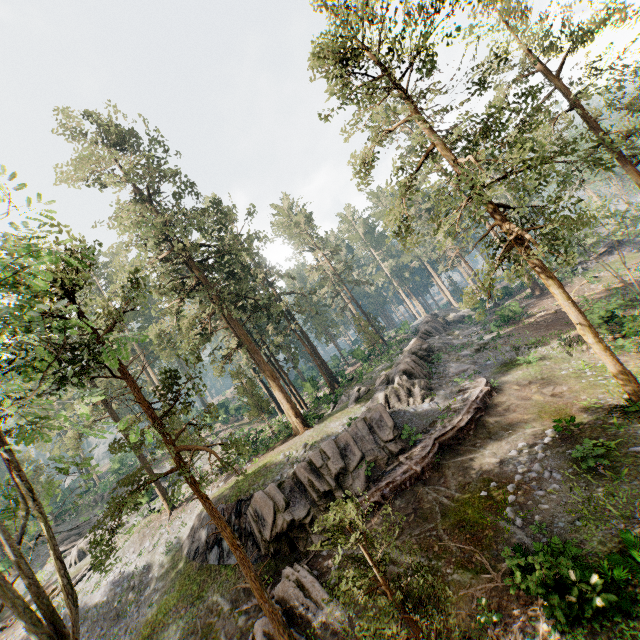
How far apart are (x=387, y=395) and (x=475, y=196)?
15.5m

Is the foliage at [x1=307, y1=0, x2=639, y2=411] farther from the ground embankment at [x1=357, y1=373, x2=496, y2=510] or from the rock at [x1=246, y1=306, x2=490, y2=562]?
the ground embankment at [x1=357, y1=373, x2=496, y2=510]

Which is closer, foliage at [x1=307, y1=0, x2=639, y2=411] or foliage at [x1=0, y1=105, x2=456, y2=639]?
foliage at [x1=0, y1=105, x2=456, y2=639]

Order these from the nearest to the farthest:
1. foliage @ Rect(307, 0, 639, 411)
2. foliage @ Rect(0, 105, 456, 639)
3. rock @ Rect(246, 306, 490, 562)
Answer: foliage @ Rect(0, 105, 456, 639), foliage @ Rect(307, 0, 639, 411), rock @ Rect(246, 306, 490, 562)

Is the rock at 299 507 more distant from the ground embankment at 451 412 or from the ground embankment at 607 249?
the ground embankment at 607 249

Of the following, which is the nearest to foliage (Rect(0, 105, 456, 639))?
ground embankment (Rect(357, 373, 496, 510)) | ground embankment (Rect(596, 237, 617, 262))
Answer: ground embankment (Rect(357, 373, 496, 510))

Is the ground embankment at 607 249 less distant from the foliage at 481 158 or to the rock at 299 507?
the foliage at 481 158

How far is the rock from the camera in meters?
17.0 m
